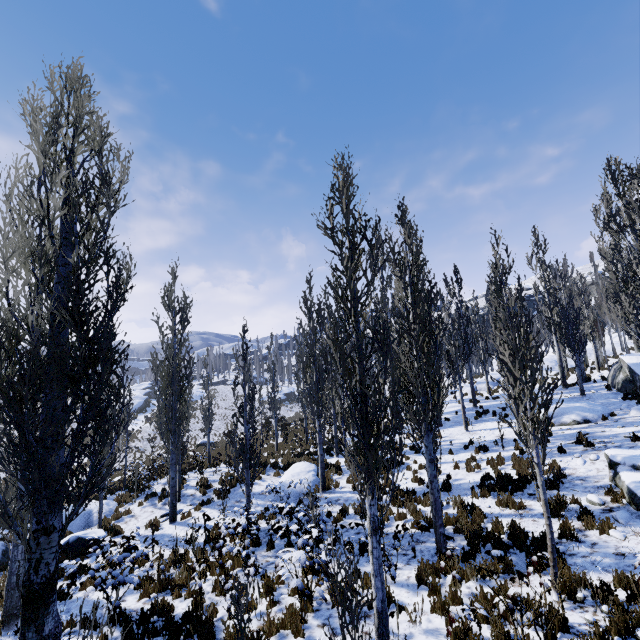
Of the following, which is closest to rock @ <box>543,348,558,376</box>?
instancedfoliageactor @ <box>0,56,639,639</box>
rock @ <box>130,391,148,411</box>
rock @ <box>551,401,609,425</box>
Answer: instancedfoliageactor @ <box>0,56,639,639</box>

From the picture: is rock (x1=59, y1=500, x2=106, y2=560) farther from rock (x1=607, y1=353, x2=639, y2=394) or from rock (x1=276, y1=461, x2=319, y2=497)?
rock (x1=607, y1=353, x2=639, y2=394)

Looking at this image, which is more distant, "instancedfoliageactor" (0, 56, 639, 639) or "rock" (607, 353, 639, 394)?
"rock" (607, 353, 639, 394)

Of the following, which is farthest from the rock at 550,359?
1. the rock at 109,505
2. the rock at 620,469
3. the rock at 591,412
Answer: the rock at 109,505

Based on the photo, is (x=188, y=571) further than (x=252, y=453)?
No

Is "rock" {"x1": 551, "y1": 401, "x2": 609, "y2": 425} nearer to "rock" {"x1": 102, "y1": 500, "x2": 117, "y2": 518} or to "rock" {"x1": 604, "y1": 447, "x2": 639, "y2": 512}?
"rock" {"x1": 604, "y1": 447, "x2": 639, "y2": 512}

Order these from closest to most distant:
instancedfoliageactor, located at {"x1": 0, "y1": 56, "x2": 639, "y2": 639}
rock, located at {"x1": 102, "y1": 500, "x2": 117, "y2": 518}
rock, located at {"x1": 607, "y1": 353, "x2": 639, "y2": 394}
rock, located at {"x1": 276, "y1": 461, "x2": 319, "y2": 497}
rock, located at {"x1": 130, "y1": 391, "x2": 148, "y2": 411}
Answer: instancedfoliageactor, located at {"x1": 0, "y1": 56, "x2": 639, "y2": 639} → rock, located at {"x1": 276, "y1": 461, "x2": 319, "y2": 497} → rock, located at {"x1": 102, "y1": 500, "x2": 117, "y2": 518} → rock, located at {"x1": 607, "y1": 353, "x2": 639, "y2": 394} → rock, located at {"x1": 130, "y1": 391, "x2": 148, "y2": 411}

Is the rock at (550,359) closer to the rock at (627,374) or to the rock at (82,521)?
the rock at (627,374)
